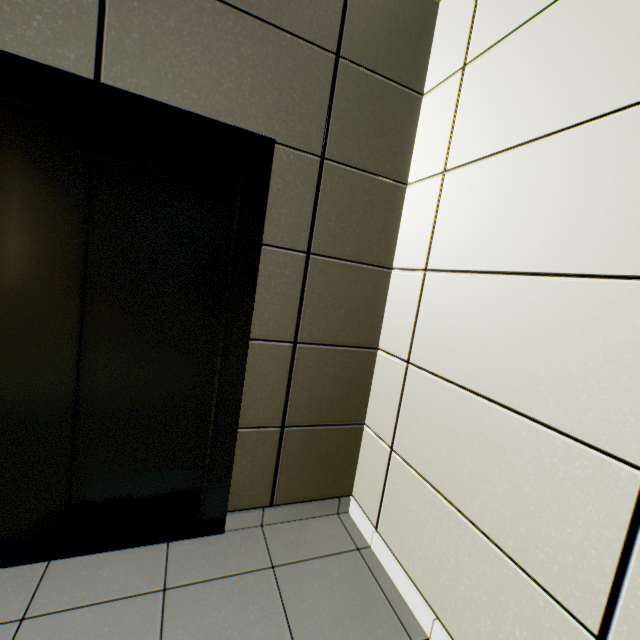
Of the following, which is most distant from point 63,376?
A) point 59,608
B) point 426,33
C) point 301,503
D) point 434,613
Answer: point 426,33
